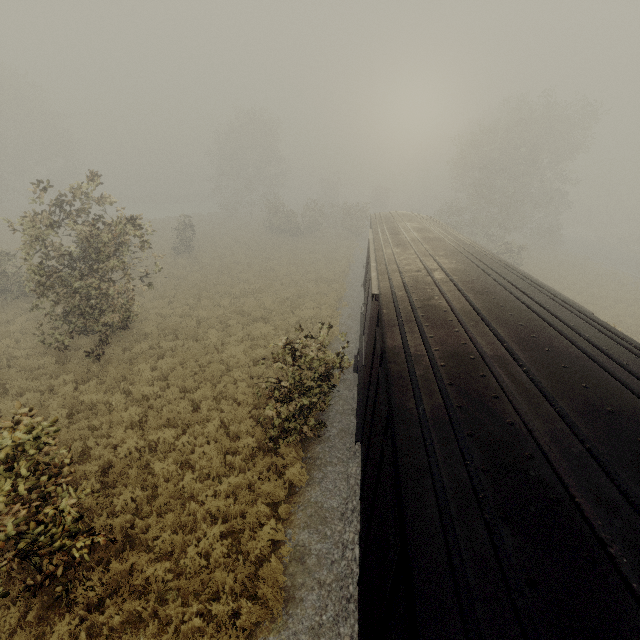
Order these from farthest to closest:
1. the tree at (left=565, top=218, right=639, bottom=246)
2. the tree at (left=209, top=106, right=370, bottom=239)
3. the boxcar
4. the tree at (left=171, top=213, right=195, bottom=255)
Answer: the tree at (left=565, top=218, right=639, bottom=246) < the tree at (left=209, top=106, right=370, bottom=239) < the tree at (left=171, top=213, right=195, bottom=255) < the boxcar

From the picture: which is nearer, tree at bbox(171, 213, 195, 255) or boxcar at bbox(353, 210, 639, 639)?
boxcar at bbox(353, 210, 639, 639)

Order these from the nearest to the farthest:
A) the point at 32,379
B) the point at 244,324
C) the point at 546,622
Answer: the point at 546,622 < the point at 32,379 < the point at 244,324

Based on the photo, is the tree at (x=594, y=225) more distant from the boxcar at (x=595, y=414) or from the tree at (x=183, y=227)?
the boxcar at (x=595, y=414)

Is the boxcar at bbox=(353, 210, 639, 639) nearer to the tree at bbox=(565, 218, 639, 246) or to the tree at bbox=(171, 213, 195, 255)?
the tree at bbox=(171, 213, 195, 255)

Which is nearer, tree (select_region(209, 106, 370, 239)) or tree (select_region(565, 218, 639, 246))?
tree (select_region(209, 106, 370, 239))
